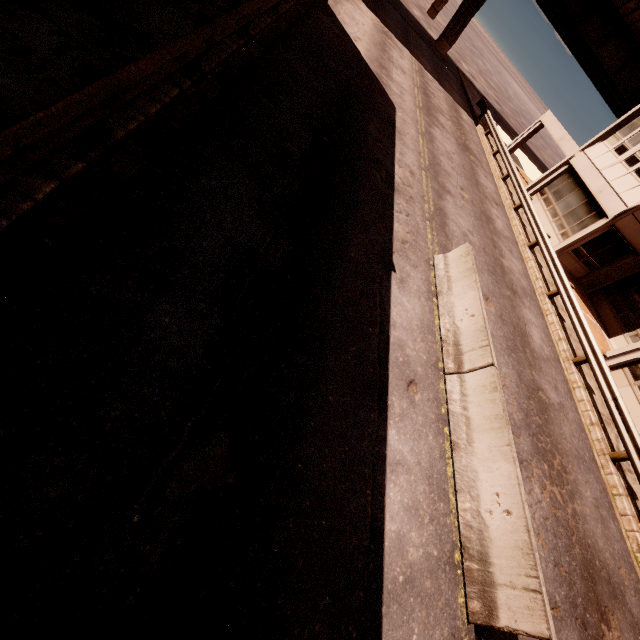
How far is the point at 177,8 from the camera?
7.41m

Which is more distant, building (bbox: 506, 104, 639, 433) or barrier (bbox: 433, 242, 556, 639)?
building (bbox: 506, 104, 639, 433)

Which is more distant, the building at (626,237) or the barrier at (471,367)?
the building at (626,237)
